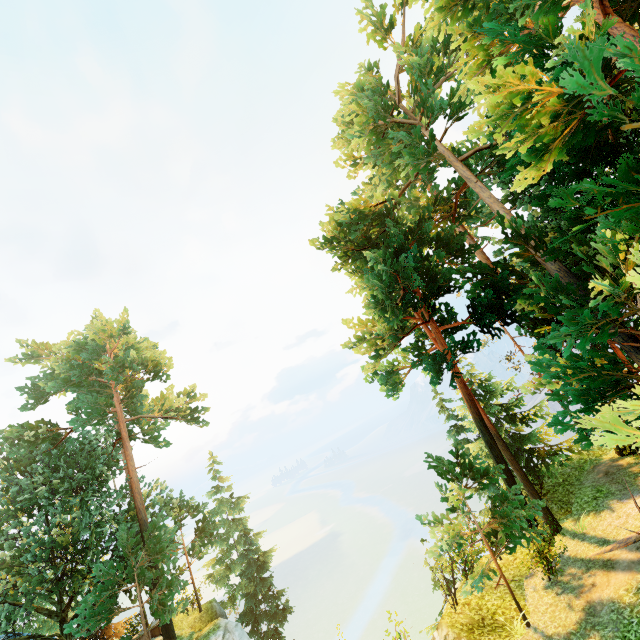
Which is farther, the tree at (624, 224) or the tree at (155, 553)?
the tree at (155, 553)

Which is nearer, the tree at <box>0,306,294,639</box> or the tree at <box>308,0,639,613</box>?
the tree at <box>308,0,639,613</box>

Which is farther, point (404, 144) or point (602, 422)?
point (404, 144)
